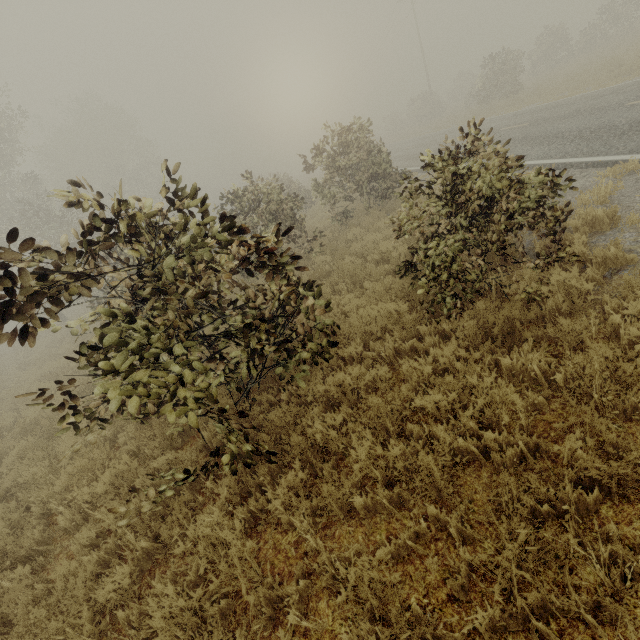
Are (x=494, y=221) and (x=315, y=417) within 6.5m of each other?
yes

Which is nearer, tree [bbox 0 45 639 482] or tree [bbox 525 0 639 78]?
tree [bbox 0 45 639 482]

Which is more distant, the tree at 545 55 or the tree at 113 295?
the tree at 545 55
